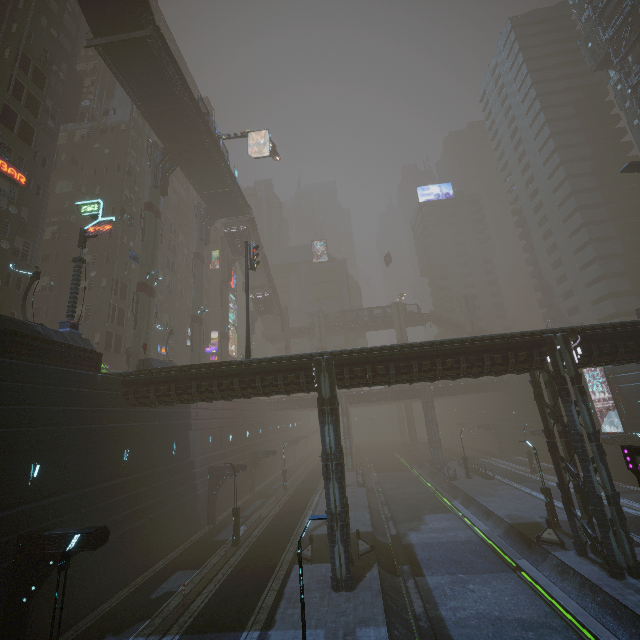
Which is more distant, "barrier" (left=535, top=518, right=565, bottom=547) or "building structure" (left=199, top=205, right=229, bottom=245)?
"building structure" (left=199, top=205, right=229, bottom=245)

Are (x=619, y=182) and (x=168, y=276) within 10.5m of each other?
no

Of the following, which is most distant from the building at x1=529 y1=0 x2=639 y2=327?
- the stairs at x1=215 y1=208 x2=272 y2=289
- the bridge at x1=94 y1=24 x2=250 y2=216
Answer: the bridge at x1=94 y1=24 x2=250 y2=216

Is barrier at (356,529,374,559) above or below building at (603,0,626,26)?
below

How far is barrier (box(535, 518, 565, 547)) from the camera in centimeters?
1912cm

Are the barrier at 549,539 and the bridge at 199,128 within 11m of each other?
no

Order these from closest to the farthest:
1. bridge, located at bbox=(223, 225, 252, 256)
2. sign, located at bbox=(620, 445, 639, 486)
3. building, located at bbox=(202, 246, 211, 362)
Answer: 1. sign, located at bbox=(620, 445, 639, 486)
2. bridge, located at bbox=(223, 225, 252, 256)
3. building, located at bbox=(202, 246, 211, 362)

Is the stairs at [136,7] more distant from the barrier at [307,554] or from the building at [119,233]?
the barrier at [307,554]
